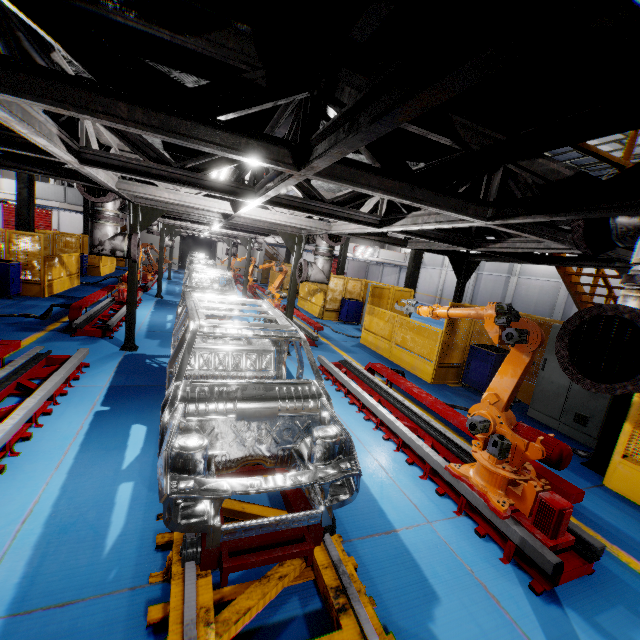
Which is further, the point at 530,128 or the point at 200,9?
the point at 530,128

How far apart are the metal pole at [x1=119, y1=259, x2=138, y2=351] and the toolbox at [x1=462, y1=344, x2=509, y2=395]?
8.3m

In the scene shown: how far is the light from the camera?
4.4m

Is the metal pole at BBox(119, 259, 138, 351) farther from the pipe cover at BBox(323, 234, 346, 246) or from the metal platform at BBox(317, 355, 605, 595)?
the metal platform at BBox(317, 355, 605, 595)

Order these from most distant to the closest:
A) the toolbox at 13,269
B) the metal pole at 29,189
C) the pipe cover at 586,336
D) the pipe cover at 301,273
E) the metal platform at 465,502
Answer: the metal pole at 29,189, the toolbox at 13,269, the pipe cover at 301,273, the metal platform at 465,502, the pipe cover at 586,336

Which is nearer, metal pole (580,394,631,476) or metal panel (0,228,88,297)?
metal pole (580,394,631,476)

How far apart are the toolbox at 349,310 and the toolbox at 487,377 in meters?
7.4

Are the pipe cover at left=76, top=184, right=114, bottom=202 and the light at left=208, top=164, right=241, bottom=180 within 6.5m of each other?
yes
